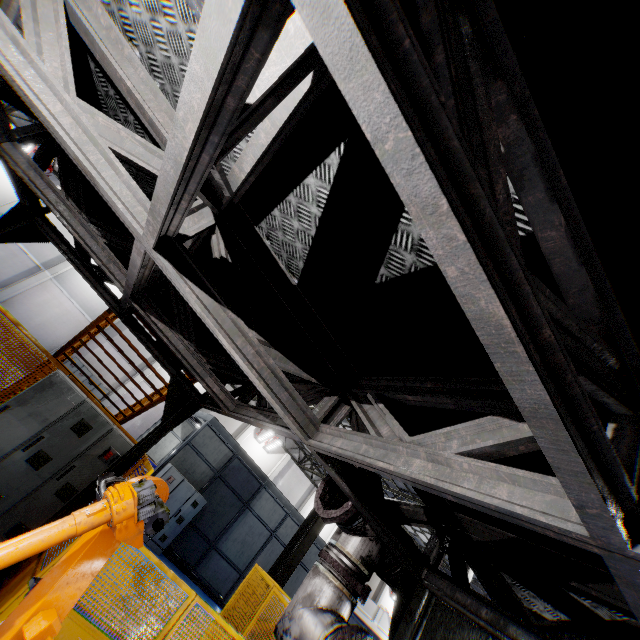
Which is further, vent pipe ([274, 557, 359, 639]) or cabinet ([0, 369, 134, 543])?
cabinet ([0, 369, 134, 543])

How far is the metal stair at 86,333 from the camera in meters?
Answer: 6.7

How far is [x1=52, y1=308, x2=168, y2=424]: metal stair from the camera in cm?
667

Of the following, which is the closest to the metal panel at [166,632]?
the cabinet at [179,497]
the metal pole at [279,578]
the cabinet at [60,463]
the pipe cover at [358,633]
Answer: the cabinet at [60,463]

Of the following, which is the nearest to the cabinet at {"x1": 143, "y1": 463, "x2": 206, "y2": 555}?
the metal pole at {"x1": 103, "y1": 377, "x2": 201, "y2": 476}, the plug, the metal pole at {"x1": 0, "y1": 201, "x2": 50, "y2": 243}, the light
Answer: the plug

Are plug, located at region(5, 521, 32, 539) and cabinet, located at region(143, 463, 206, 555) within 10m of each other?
yes

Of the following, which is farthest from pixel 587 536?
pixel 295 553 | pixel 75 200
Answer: pixel 295 553

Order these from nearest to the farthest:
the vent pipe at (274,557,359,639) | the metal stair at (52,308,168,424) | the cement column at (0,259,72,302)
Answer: the vent pipe at (274,557,359,639) < the metal stair at (52,308,168,424) < the cement column at (0,259,72,302)
